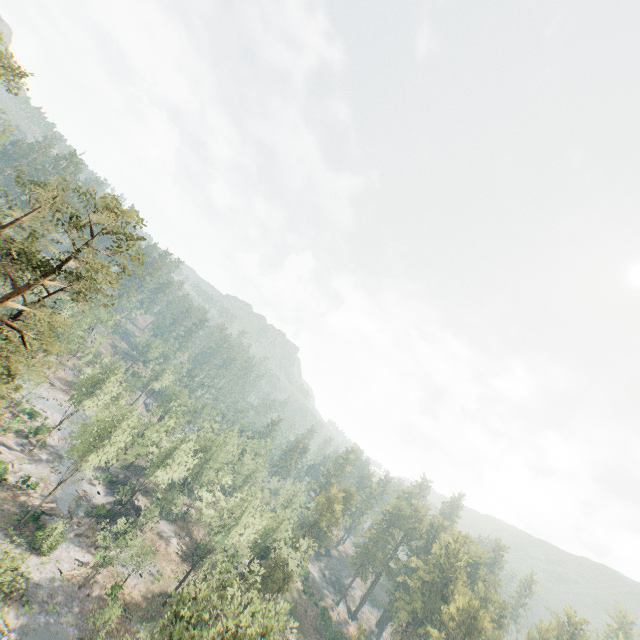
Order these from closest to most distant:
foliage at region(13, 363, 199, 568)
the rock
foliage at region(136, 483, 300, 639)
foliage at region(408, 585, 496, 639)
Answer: foliage at region(136, 483, 300, 639), foliage at region(13, 363, 199, 568), foliage at region(408, 585, 496, 639), the rock

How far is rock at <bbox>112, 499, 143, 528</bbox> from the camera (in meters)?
55.12

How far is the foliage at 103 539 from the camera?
41.4m

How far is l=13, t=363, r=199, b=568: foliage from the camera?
41.4 meters

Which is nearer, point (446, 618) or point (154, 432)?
point (154, 432)

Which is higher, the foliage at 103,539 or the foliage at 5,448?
the foliage at 103,539

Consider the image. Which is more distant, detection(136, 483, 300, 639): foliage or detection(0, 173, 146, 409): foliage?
detection(136, 483, 300, 639): foliage
